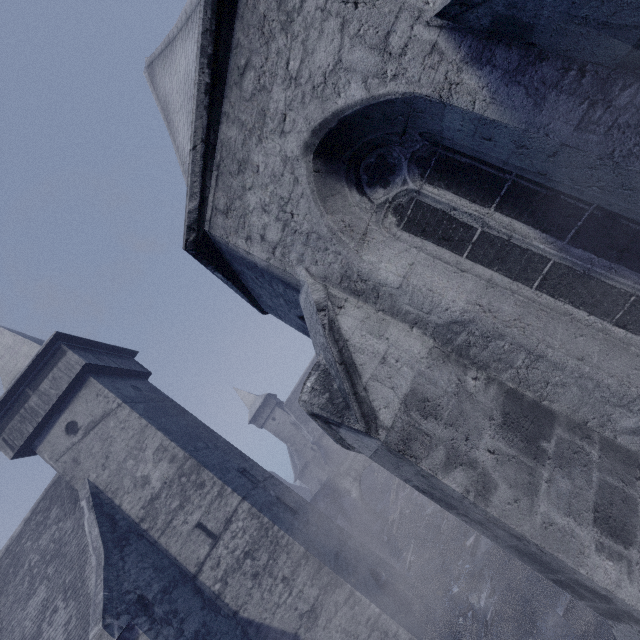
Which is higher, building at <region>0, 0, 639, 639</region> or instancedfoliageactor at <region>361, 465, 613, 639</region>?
building at <region>0, 0, 639, 639</region>

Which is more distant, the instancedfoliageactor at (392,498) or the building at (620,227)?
the instancedfoliageactor at (392,498)

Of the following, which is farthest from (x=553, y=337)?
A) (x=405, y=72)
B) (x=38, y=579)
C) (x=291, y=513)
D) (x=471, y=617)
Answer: (x=38, y=579)

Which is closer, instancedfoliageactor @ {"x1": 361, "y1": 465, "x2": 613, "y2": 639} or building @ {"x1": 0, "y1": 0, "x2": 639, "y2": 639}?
building @ {"x1": 0, "y1": 0, "x2": 639, "y2": 639}

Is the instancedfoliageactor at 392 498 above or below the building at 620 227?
below
